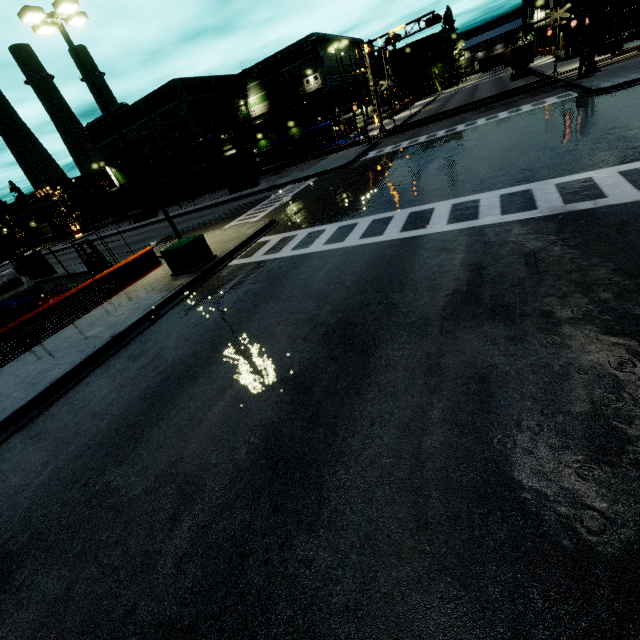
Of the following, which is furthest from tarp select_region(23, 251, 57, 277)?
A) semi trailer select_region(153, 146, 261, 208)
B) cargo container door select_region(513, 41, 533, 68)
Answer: cargo container door select_region(513, 41, 533, 68)

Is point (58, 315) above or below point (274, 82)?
below

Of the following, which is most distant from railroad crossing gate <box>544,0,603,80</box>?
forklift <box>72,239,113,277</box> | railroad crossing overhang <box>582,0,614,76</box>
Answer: forklift <box>72,239,113,277</box>

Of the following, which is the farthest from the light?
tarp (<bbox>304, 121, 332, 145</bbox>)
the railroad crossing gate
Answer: the railroad crossing gate

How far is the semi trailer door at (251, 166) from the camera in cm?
3259

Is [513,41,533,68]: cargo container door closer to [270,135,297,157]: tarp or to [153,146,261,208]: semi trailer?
[153,146,261,208]: semi trailer

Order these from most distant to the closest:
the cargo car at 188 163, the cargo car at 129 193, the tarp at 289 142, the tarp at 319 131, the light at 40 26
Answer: the cargo car at 129 193 < the cargo car at 188 163 < the tarp at 289 142 < the tarp at 319 131 < the light at 40 26

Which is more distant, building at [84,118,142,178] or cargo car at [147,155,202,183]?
building at [84,118,142,178]
